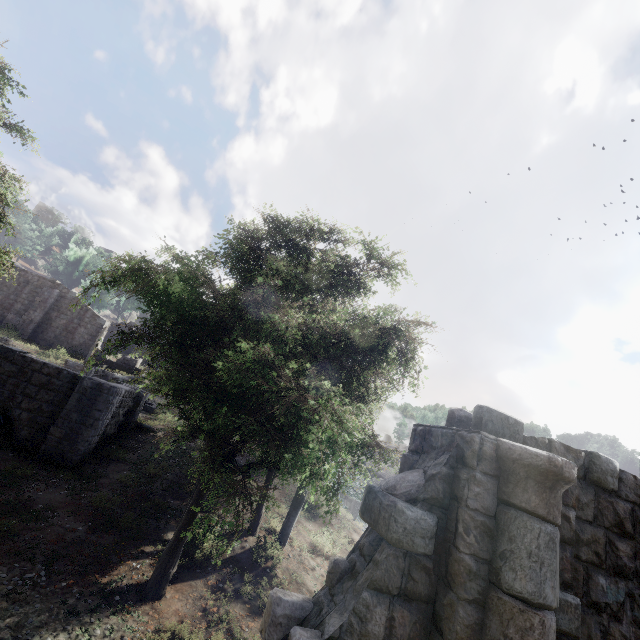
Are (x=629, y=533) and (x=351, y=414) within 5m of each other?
yes

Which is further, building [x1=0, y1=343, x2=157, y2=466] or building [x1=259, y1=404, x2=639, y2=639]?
building [x1=0, y1=343, x2=157, y2=466]

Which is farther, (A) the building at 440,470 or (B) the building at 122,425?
(B) the building at 122,425

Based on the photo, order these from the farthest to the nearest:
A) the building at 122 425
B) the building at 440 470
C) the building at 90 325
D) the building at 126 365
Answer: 1. the building at 126 365
2. the building at 90 325
3. the building at 122 425
4. the building at 440 470

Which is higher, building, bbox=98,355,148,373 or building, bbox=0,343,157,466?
building, bbox=98,355,148,373

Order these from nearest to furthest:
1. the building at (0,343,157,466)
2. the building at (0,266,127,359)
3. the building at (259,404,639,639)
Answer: the building at (259,404,639,639)
the building at (0,343,157,466)
the building at (0,266,127,359)

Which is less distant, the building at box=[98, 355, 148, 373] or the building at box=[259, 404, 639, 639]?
the building at box=[259, 404, 639, 639]

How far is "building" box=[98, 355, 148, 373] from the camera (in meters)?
30.70
